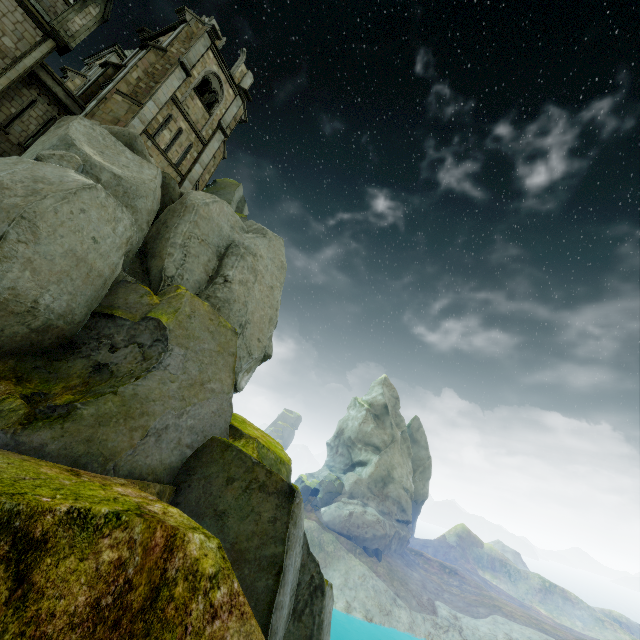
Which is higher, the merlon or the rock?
the merlon

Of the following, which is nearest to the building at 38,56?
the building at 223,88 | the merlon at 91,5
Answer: the merlon at 91,5

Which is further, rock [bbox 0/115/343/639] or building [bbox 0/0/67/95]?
building [bbox 0/0/67/95]

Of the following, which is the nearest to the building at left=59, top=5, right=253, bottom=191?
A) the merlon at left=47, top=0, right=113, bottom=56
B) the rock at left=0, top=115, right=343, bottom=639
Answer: the rock at left=0, top=115, right=343, bottom=639

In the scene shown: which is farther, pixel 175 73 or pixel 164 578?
pixel 175 73

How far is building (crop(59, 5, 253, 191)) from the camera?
18.3 meters

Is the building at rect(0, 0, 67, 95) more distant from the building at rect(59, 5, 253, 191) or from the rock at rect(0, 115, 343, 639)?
the building at rect(59, 5, 253, 191)
